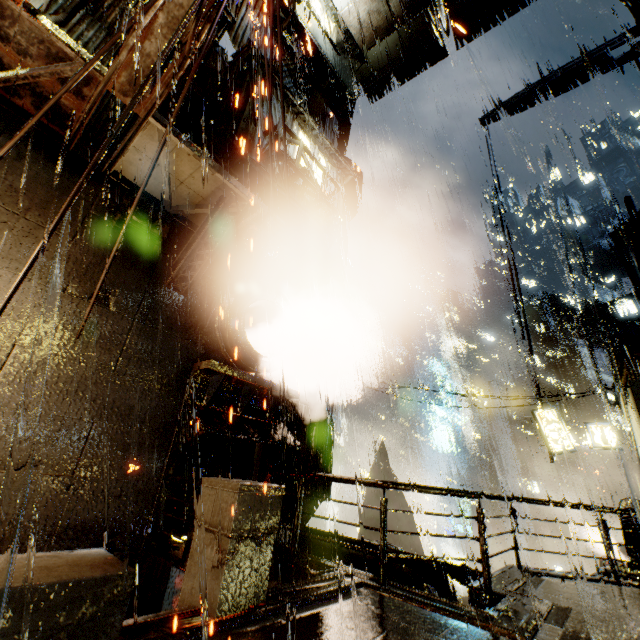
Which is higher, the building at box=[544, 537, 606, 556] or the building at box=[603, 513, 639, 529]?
the building at box=[603, 513, 639, 529]

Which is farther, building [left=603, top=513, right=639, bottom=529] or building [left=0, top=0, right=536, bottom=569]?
building [left=603, top=513, right=639, bottom=529]

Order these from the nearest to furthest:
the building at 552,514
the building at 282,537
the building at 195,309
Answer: the building at 195,309 → the building at 282,537 → the building at 552,514

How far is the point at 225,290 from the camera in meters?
8.4 m

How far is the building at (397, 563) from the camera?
7.1 meters

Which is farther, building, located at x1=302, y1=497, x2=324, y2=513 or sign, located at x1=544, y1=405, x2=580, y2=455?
sign, located at x1=544, y1=405, x2=580, y2=455
